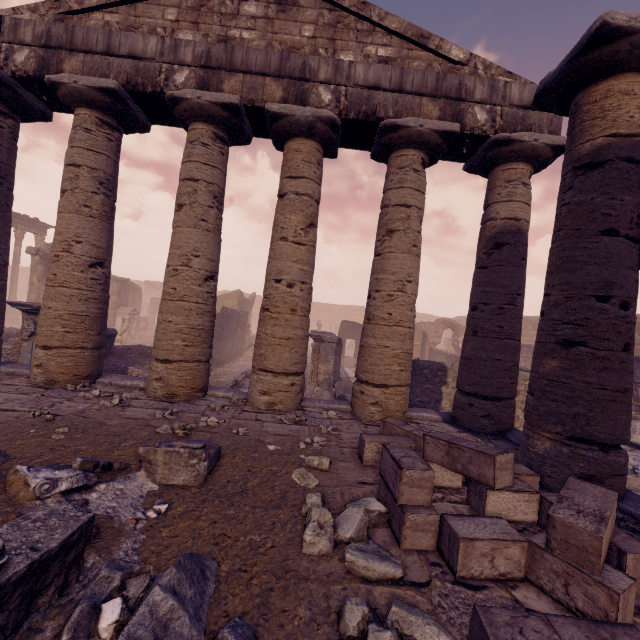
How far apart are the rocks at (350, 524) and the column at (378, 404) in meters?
2.8 m

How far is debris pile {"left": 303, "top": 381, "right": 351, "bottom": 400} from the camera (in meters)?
10.83

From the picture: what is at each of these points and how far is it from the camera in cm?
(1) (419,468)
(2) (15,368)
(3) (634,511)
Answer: (1) stone blocks, 271
(2) building base, 634
(3) building base, 350

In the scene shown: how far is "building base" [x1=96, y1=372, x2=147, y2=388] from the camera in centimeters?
630cm

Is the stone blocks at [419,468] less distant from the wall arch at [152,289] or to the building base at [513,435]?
the building base at [513,435]

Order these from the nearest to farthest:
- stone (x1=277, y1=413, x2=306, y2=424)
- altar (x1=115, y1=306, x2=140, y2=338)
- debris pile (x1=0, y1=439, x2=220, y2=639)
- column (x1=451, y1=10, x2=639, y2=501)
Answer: debris pile (x1=0, y1=439, x2=220, y2=639) < column (x1=451, y1=10, x2=639, y2=501) < stone (x1=277, y1=413, x2=306, y2=424) < altar (x1=115, y1=306, x2=140, y2=338)

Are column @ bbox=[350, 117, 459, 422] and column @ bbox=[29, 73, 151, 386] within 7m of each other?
yes

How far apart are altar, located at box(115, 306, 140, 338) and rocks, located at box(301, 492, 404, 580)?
21.97m
